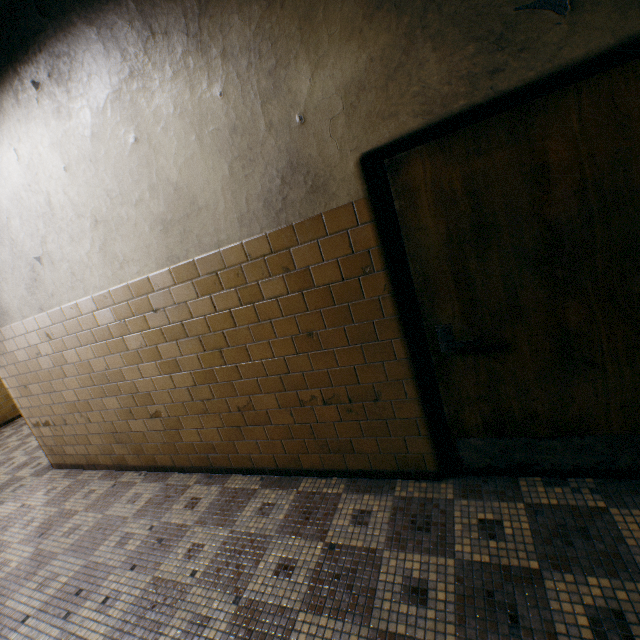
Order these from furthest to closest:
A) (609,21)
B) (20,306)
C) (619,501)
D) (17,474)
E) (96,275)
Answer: (17,474)
(20,306)
(96,275)
(619,501)
(609,21)
